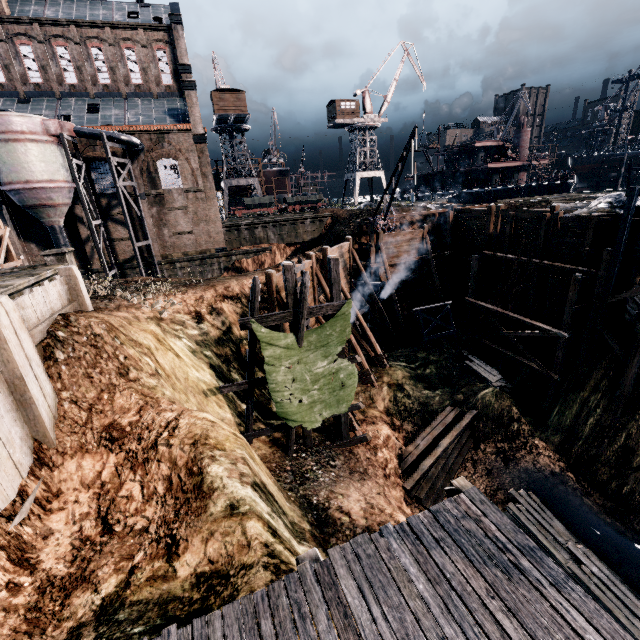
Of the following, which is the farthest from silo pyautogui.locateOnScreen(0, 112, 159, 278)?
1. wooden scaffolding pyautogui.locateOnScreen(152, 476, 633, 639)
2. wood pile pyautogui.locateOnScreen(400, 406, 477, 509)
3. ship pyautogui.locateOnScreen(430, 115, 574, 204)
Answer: ship pyautogui.locateOnScreen(430, 115, 574, 204)

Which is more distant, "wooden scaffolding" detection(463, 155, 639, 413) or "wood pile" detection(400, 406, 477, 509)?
"wooden scaffolding" detection(463, 155, 639, 413)

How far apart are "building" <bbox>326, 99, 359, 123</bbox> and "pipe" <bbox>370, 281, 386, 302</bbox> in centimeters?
4043cm

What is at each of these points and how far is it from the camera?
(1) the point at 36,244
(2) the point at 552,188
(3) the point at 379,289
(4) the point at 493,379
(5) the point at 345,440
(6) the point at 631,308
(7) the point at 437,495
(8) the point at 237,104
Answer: (1) building, 31.3 meters
(2) ship, 44.1 meters
(3) pipe, 27.2 meters
(4) wood pile, 22.8 meters
(5) wooden scaffolding, 16.9 meters
(6) cloth, 17.9 meters
(7) wood pile, 17.5 meters
(8) building, 49.3 meters

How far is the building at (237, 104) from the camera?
48.3m

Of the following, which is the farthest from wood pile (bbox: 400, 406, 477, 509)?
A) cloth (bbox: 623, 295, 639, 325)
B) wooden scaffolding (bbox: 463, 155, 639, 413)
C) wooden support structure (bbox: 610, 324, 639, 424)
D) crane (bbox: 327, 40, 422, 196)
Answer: crane (bbox: 327, 40, 422, 196)

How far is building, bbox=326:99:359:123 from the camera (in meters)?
55.09

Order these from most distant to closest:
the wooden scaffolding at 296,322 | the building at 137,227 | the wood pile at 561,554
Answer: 1. the building at 137,227
2. the wooden scaffolding at 296,322
3. the wood pile at 561,554
